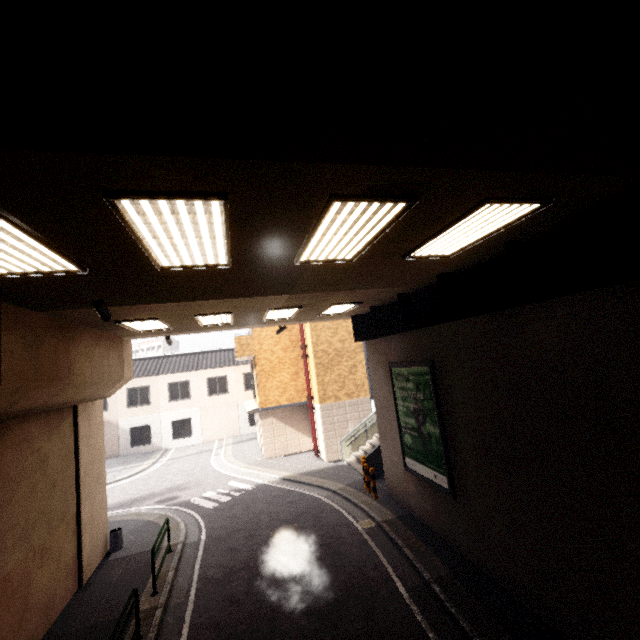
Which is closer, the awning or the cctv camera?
the cctv camera

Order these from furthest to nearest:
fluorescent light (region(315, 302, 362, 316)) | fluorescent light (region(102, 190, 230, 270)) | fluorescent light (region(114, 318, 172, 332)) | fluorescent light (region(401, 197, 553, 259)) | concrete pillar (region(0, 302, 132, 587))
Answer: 1. fluorescent light (region(315, 302, 362, 316))
2. fluorescent light (region(114, 318, 172, 332))
3. concrete pillar (region(0, 302, 132, 587))
4. fluorescent light (region(401, 197, 553, 259))
5. fluorescent light (region(102, 190, 230, 270))

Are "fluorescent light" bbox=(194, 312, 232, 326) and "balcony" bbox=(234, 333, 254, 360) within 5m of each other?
no

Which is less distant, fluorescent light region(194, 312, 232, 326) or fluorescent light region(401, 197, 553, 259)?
fluorescent light region(401, 197, 553, 259)

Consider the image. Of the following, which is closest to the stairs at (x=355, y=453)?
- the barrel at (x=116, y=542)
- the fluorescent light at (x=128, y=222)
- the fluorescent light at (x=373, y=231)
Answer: the barrel at (x=116, y=542)

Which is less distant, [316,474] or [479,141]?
[479,141]

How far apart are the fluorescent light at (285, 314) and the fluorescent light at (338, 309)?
0.9m

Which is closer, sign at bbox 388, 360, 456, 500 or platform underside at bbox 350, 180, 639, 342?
platform underside at bbox 350, 180, 639, 342
